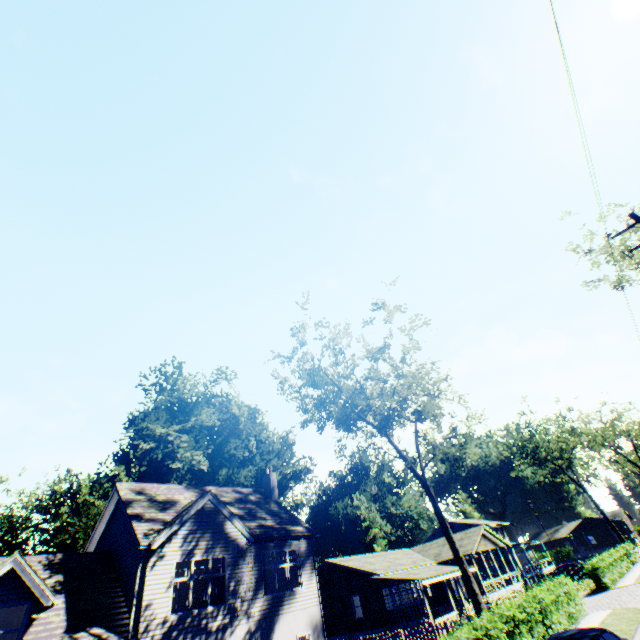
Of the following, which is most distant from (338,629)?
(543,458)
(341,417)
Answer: (543,458)

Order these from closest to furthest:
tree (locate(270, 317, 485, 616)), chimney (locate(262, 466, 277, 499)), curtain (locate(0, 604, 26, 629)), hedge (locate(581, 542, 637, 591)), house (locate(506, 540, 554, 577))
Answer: curtain (locate(0, 604, 26, 629))
tree (locate(270, 317, 485, 616))
chimney (locate(262, 466, 277, 499))
hedge (locate(581, 542, 637, 591))
house (locate(506, 540, 554, 577))

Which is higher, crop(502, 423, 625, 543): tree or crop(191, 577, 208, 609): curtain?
crop(502, 423, 625, 543): tree

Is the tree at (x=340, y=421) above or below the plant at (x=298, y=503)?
below

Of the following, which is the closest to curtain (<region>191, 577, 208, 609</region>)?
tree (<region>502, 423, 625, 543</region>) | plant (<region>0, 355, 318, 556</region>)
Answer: plant (<region>0, 355, 318, 556</region>)

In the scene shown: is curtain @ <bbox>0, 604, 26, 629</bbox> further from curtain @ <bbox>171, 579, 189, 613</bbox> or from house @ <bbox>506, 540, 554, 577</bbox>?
house @ <bbox>506, 540, 554, 577</bbox>

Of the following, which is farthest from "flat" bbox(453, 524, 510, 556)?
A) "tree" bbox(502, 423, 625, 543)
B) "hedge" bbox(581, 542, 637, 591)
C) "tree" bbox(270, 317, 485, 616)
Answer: "tree" bbox(502, 423, 625, 543)

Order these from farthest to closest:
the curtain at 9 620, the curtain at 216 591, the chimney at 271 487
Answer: the chimney at 271 487
the curtain at 216 591
the curtain at 9 620
